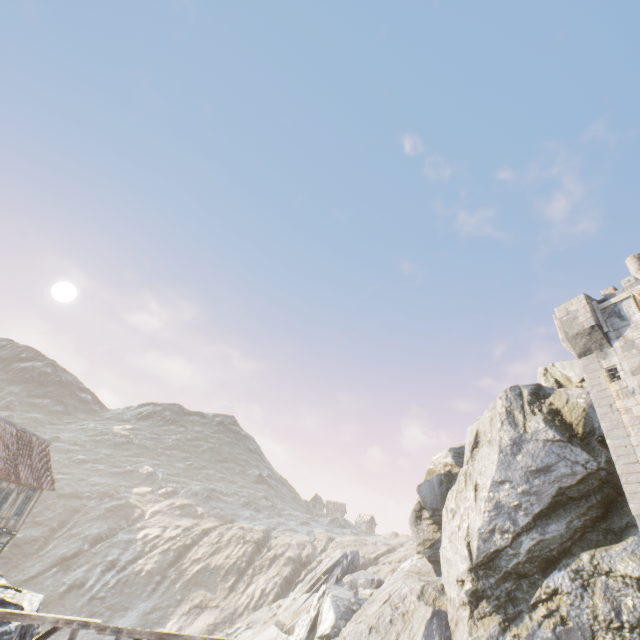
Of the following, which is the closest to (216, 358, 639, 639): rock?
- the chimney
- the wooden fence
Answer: the wooden fence

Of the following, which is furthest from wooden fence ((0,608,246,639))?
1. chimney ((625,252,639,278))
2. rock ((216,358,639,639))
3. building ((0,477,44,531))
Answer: chimney ((625,252,639,278))

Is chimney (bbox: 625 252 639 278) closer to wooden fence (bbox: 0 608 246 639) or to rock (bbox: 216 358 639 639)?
rock (bbox: 216 358 639 639)

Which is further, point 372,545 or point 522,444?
point 372,545

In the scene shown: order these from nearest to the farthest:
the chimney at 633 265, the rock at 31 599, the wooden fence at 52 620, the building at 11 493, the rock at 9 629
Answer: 1. the wooden fence at 52 620
2. the rock at 9 629
3. the rock at 31 599
4. the chimney at 633 265
5. the building at 11 493

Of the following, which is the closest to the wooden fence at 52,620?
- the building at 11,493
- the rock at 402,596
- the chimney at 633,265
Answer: the rock at 402,596
